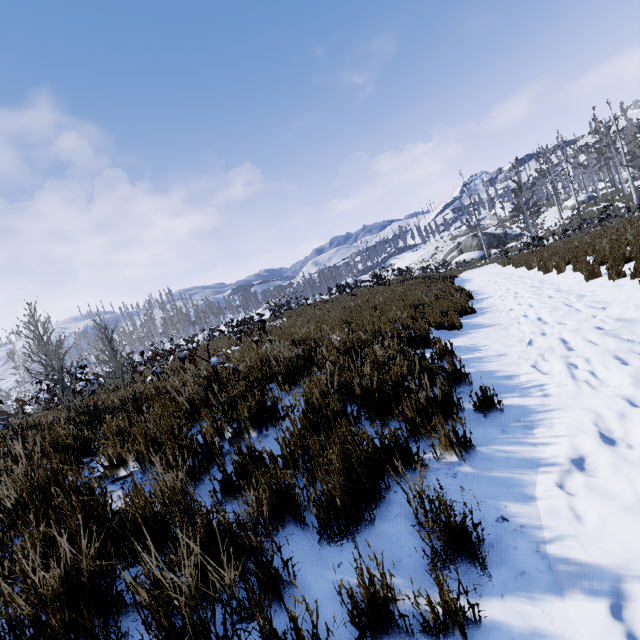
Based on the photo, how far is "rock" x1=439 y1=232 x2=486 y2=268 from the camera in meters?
39.4

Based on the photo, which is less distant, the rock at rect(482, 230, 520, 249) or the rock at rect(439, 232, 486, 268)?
the rock at rect(439, 232, 486, 268)

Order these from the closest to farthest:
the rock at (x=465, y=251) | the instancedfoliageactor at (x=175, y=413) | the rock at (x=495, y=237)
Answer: the instancedfoliageactor at (x=175, y=413) → the rock at (x=465, y=251) → the rock at (x=495, y=237)

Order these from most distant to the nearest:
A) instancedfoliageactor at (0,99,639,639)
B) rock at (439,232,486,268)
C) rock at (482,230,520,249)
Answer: rock at (482,230,520,249)
rock at (439,232,486,268)
instancedfoliageactor at (0,99,639,639)

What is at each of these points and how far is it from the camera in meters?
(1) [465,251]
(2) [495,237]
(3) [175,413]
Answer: (1) rock, 45.0 m
(2) rock, 43.3 m
(3) instancedfoliageactor, 3.1 m

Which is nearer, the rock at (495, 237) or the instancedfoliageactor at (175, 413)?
the instancedfoliageactor at (175, 413)

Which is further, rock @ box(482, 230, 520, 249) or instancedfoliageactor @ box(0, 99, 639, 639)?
rock @ box(482, 230, 520, 249)

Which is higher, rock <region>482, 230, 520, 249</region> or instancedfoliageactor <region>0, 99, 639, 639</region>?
rock <region>482, 230, 520, 249</region>
